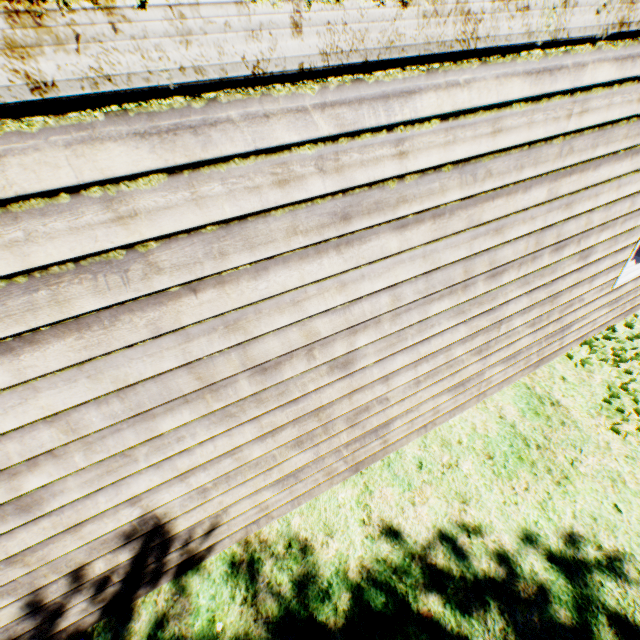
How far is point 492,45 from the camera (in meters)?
1.63
